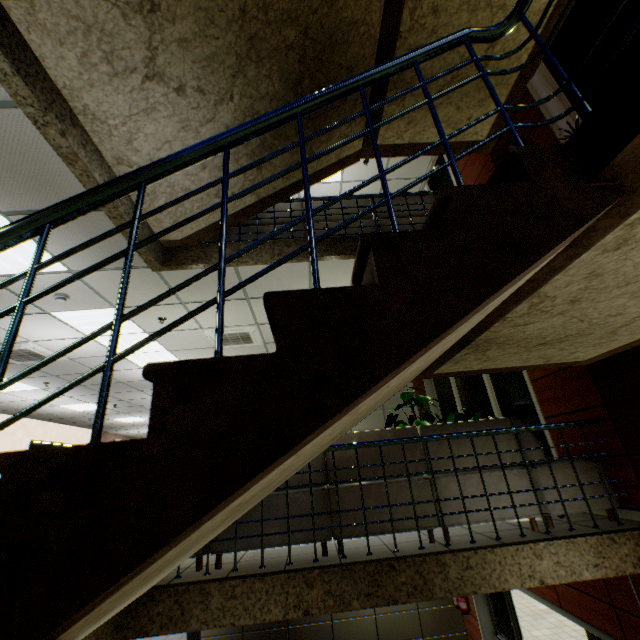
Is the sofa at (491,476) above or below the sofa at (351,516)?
above

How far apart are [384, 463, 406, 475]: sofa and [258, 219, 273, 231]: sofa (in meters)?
2.44

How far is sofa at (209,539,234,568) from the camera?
3.04m

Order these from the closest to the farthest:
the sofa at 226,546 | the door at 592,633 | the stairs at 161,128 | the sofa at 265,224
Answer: the stairs at 161,128
the sofa at 226,546
the door at 592,633
the sofa at 265,224

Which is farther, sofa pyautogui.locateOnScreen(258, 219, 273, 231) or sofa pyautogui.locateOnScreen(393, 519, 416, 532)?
sofa pyautogui.locateOnScreen(258, 219, 273, 231)

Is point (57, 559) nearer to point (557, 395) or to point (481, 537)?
point (481, 537)

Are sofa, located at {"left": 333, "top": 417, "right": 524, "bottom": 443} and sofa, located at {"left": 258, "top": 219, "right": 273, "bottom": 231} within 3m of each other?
yes
